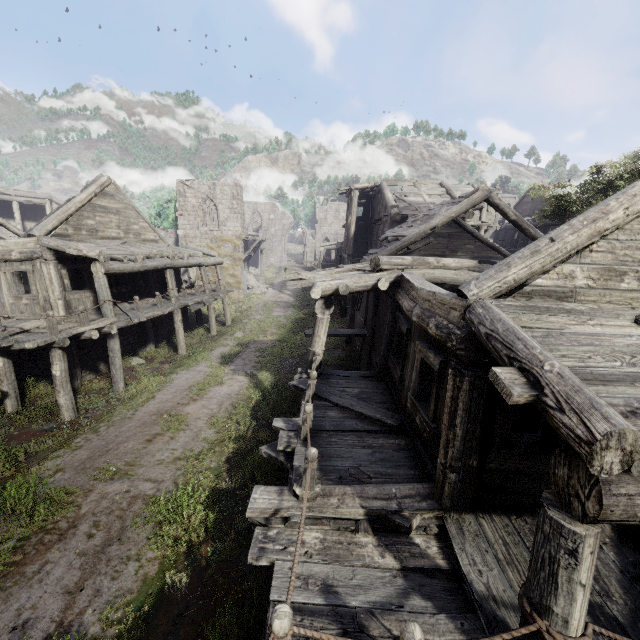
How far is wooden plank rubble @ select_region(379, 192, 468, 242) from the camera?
14.51m

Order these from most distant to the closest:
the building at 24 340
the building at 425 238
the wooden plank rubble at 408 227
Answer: the wooden plank rubble at 408 227
the building at 24 340
the building at 425 238

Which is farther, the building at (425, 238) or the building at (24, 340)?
the building at (24, 340)

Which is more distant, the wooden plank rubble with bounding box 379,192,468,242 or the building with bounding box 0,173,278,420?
the wooden plank rubble with bounding box 379,192,468,242

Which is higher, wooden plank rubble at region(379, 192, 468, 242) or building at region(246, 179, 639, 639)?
wooden plank rubble at region(379, 192, 468, 242)

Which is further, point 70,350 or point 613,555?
point 70,350

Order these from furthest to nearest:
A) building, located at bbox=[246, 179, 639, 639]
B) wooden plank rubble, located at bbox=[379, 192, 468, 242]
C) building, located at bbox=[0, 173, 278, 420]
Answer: wooden plank rubble, located at bbox=[379, 192, 468, 242] → building, located at bbox=[0, 173, 278, 420] → building, located at bbox=[246, 179, 639, 639]
